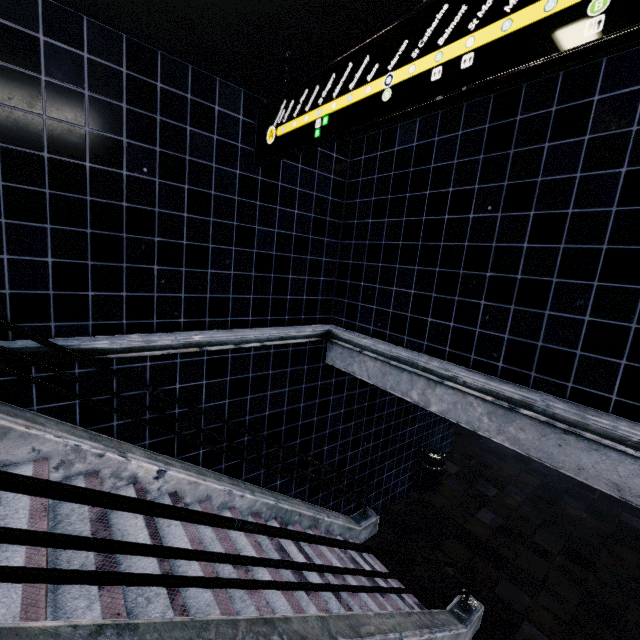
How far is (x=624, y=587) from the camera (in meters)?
5.75
